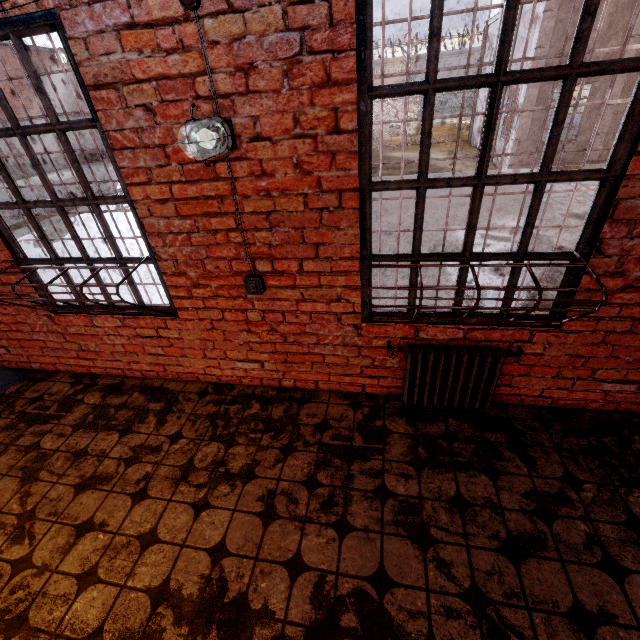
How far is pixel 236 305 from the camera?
2.6 meters

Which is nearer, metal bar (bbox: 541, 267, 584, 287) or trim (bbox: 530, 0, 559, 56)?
metal bar (bbox: 541, 267, 584, 287)

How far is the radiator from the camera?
2.36m

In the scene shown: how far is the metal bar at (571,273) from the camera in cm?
203

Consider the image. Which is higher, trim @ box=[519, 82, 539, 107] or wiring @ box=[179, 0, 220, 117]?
wiring @ box=[179, 0, 220, 117]

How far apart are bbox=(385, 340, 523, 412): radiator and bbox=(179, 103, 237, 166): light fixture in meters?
1.7 m

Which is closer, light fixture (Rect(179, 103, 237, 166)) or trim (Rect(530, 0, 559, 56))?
light fixture (Rect(179, 103, 237, 166))

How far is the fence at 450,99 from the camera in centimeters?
2078cm
